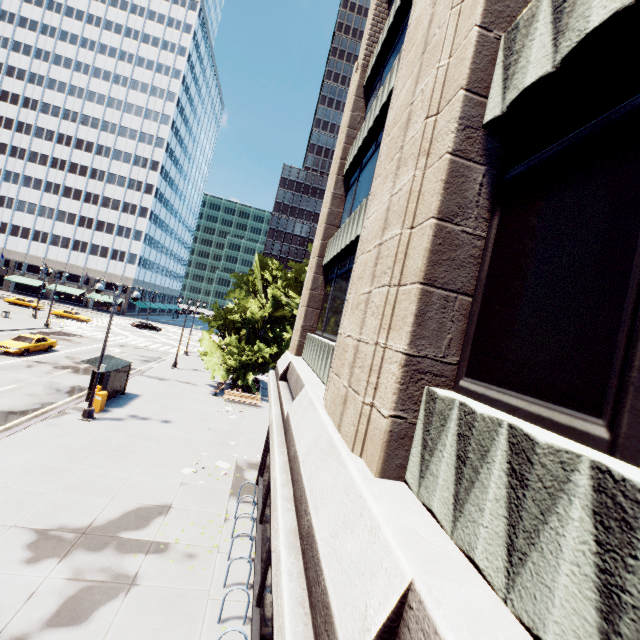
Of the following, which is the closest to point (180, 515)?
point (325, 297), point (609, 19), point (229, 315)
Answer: point (325, 297)

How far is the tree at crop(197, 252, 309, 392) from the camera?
27.42m

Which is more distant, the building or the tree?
the tree

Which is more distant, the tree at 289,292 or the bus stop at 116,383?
the tree at 289,292

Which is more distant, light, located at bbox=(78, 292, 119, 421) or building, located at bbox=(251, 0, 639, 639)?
light, located at bbox=(78, 292, 119, 421)

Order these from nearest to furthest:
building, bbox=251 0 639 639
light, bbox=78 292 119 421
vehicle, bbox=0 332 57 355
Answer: building, bbox=251 0 639 639, light, bbox=78 292 119 421, vehicle, bbox=0 332 57 355

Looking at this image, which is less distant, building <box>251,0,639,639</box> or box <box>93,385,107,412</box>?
building <box>251,0,639,639</box>

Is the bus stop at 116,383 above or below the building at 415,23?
below
